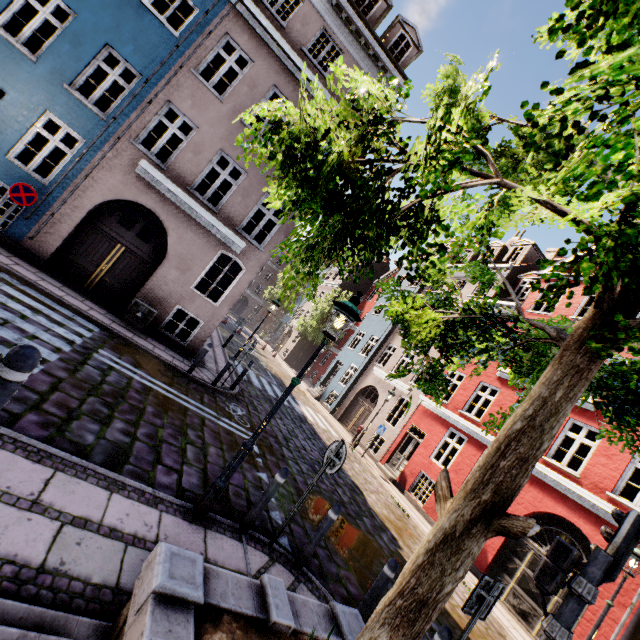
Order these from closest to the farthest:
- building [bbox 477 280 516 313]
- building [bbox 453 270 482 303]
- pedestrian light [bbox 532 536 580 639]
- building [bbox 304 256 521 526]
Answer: pedestrian light [bbox 532 536 580 639] < building [bbox 304 256 521 526] < building [bbox 477 280 516 313] < building [bbox 453 270 482 303]

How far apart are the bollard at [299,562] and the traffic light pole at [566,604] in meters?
2.7

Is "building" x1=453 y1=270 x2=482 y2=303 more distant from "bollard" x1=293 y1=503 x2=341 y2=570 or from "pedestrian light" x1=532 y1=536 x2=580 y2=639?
"bollard" x1=293 y1=503 x2=341 y2=570

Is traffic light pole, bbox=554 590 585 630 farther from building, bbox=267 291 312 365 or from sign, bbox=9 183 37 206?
sign, bbox=9 183 37 206

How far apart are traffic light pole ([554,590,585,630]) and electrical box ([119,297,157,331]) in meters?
11.1 m

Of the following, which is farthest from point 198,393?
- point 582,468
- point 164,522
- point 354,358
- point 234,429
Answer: point 354,358

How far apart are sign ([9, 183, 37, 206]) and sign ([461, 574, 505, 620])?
11.58m

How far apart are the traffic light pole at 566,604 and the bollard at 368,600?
1.9 meters
